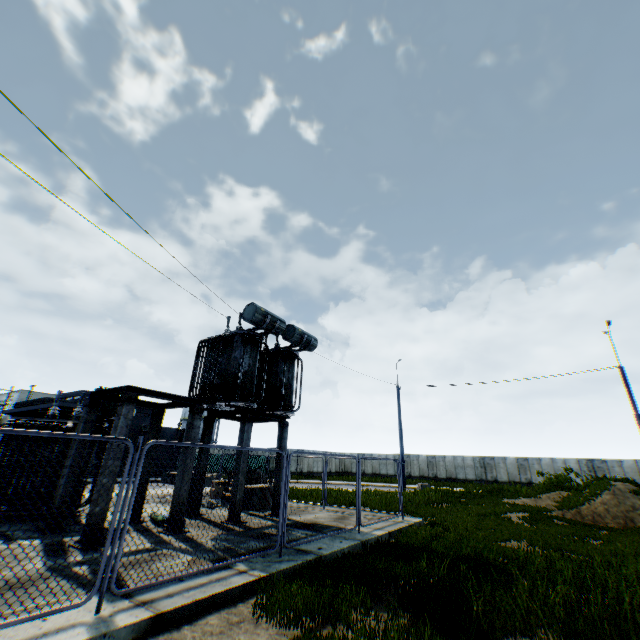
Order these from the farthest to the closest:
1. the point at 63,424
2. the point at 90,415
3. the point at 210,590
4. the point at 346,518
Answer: the point at 346,518, the point at 63,424, the point at 90,415, the point at 210,590

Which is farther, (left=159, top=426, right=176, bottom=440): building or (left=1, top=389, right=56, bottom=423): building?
(left=159, top=426, right=176, bottom=440): building

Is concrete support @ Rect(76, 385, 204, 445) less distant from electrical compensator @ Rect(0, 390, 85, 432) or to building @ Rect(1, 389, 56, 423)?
electrical compensator @ Rect(0, 390, 85, 432)

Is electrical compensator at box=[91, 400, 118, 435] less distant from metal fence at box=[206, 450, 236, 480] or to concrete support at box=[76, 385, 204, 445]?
concrete support at box=[76, 385, 204, 445]

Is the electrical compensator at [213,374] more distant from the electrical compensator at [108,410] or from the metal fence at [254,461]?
the metal fence at [254,461]

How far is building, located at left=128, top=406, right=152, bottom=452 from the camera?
32.94m

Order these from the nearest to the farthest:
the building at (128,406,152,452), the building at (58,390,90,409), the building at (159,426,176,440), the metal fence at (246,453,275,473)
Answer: the metal fence at (246,453,275,473) < the building at (58,390,90,409) < the building at (128,406,152,452) < the building at (159,426,176,440)

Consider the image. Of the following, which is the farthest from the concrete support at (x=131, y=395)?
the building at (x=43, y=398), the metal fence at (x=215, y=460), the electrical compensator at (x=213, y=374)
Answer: the building at (x=43, y=398)
